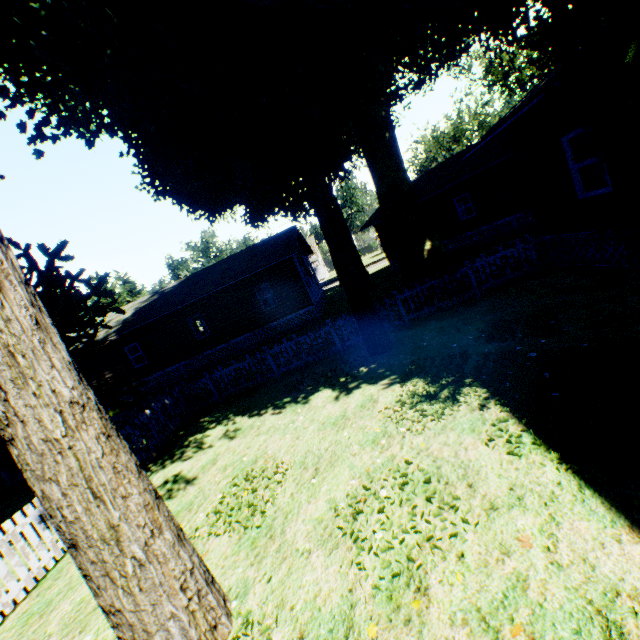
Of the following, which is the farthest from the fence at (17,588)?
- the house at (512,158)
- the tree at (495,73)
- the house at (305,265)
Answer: the tree at (495,73)

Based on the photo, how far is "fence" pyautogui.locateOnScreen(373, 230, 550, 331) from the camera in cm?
1048

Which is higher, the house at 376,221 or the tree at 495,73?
the tree at 495,73

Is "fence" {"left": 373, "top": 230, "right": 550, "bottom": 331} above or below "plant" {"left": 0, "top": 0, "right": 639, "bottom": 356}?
below

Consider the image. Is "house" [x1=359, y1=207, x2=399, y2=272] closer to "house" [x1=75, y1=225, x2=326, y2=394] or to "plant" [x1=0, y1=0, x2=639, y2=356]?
"plant" [x1=0, y1=0, x2=639, y2=356]

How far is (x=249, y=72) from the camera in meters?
9.3 m

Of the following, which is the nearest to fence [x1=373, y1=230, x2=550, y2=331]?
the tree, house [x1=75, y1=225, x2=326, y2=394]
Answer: house [x1=75, y1=225, x2=326, y2=394]
